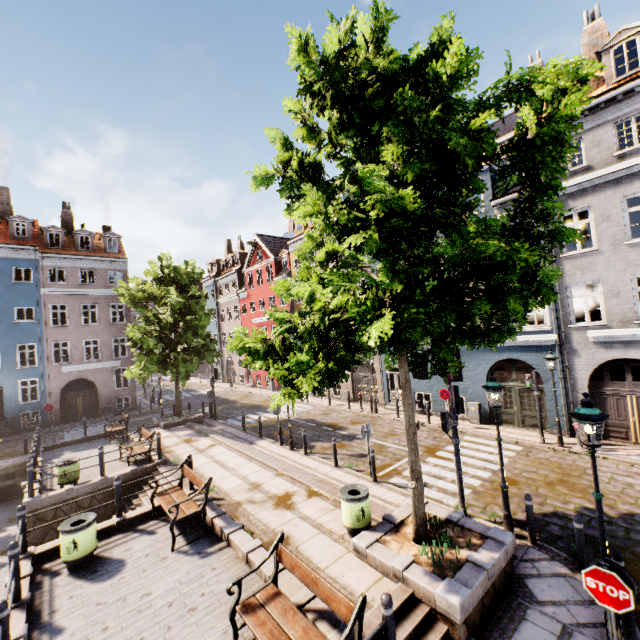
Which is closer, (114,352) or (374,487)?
(374,487)

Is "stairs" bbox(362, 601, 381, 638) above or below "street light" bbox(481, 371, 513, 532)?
below

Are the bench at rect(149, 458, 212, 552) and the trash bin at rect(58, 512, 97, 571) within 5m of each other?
yes

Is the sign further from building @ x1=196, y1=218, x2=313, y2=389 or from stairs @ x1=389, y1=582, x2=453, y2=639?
building @ x1=196, y1=218, x2=313, y2=389

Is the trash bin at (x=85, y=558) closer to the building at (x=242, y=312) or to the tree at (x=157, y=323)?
the tree at (x=157, y=323)

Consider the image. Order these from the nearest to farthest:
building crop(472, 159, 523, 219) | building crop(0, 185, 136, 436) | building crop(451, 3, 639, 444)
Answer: building crop(451, 3, 639, 444) < building crop(472, 159, 523, 219) < building crop(0, 185, 136, 436)

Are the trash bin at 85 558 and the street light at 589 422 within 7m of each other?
no

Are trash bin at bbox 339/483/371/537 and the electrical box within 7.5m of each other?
no
